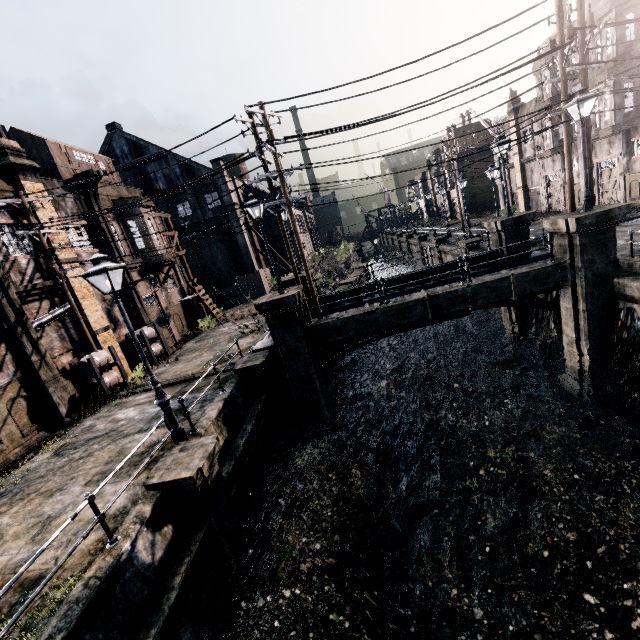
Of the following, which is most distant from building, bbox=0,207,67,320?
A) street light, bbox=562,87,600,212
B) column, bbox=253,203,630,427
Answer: street light, bbox=562,87,600,212

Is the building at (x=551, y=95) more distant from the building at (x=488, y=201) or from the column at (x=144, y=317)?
the column at (x=144, y=317)

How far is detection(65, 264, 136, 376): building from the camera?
16.9 meters

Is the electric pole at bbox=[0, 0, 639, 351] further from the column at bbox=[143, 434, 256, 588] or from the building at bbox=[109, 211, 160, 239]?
the building at bbox=[109, 211, 160, 239]

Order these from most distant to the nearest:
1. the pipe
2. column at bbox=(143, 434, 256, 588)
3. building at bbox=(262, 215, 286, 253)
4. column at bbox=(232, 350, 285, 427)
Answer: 1. building at bbox=(262, 215, 286, 253)
2. the pipe
3. column at bbox=(232, 350, 285, 427)
4. column at bbox=(143, 434, 256, 588)

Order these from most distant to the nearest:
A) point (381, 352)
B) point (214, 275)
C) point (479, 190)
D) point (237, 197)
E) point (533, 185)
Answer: point (479, 190) < point (237, 197) < point (214, 275) < point (533, 185) < point (381, 352)

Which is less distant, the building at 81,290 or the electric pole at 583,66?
the electric pole at 583,66

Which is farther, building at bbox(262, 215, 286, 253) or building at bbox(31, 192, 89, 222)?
building at bbox(262, 215, 286, 253)
